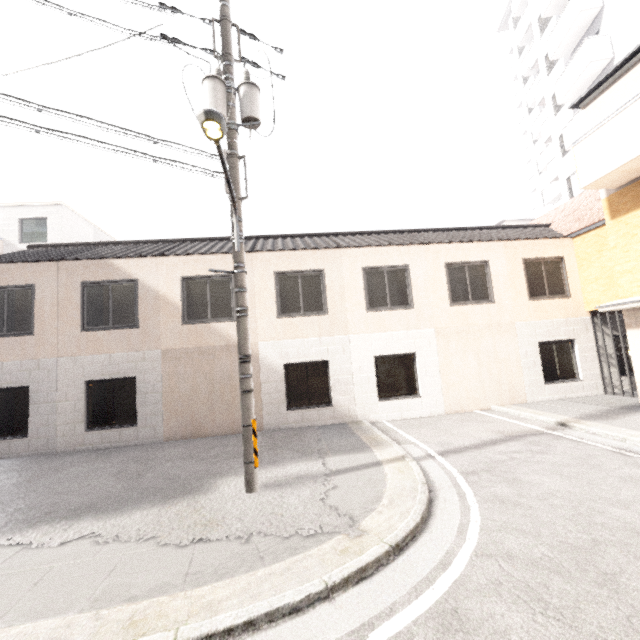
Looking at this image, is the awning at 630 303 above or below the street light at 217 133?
below

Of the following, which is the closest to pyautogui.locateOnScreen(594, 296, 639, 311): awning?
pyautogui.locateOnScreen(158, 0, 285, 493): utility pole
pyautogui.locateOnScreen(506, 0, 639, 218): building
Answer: pyautogui.locateOnScreen(158, 0, 285, 493): utility pole

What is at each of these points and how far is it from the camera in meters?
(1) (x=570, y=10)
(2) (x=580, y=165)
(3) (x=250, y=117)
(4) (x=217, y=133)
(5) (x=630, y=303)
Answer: (1) building, 17.7
(2) balcony, 8.7
(3) utility pole, 6.1
(4) street light, 4.3
(5) awning, 8.0

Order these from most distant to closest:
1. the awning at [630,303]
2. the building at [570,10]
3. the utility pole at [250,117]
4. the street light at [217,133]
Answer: the building at [570,10]
the awning at [630,303]
the utility pole at [250,117]
the street light at [217,133]

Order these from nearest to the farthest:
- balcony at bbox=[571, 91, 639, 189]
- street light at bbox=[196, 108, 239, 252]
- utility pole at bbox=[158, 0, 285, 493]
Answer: street light at bbox=[196, 108, 239, 252]
utility pole at bbox=[158, 0, 285, 493]
balcony at bbox=[571, 91, 639, 189]

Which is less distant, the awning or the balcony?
the balcony

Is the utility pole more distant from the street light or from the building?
the building

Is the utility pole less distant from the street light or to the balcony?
the street light
